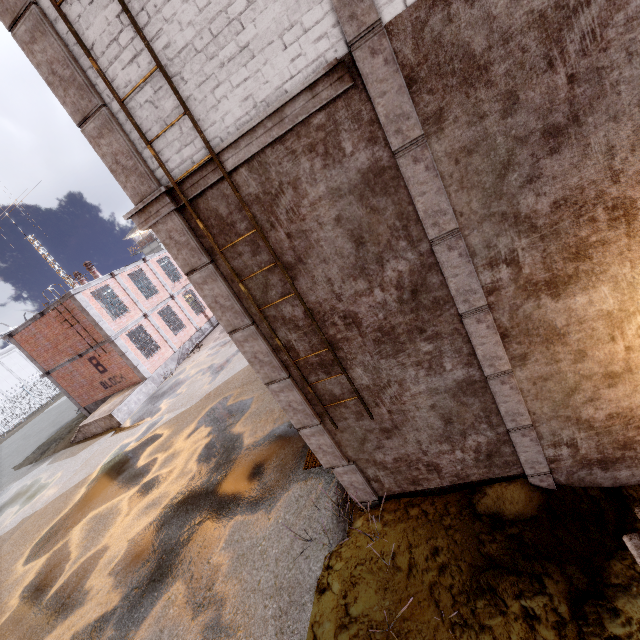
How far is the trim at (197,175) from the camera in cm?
362

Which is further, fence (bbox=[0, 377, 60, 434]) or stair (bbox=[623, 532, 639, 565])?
fence (bbox=[0, 377, 60, 434])

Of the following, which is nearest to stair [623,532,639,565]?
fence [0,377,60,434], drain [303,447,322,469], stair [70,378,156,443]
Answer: drain [303,447,322,469]

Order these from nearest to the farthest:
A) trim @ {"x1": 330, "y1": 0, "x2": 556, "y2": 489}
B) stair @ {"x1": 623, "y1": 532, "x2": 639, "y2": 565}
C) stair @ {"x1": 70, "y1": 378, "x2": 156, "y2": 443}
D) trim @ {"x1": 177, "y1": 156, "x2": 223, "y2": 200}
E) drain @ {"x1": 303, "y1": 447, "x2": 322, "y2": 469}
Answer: trim @ {"x1": 330, "y1": 0, "x2": 556, "y2": 489}
trim @ {"x1": 177, "y1": 156, "x2": 223, "y2": 200}
stair @ {"x1": 623, "y1": 532, "x2": 639, "y2": 565}
drain @ {"x1": 303, "y1": 447, "x2": 322, "y2": 469}
stair @ {"x1": 70, "y1": 378, "x2": 156, "y2": 443}

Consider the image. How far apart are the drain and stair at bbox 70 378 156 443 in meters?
13.8

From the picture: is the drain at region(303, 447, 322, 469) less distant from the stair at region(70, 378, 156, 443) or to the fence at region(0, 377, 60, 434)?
the fence at region(0, 377, 60, 434)

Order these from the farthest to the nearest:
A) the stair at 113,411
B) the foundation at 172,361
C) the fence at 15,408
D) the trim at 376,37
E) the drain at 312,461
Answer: the fence at 15,408, the foundation at 172,361, the stair at 113,411, the drain at 312,461, the trim at 376,37

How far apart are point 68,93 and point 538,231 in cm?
534
